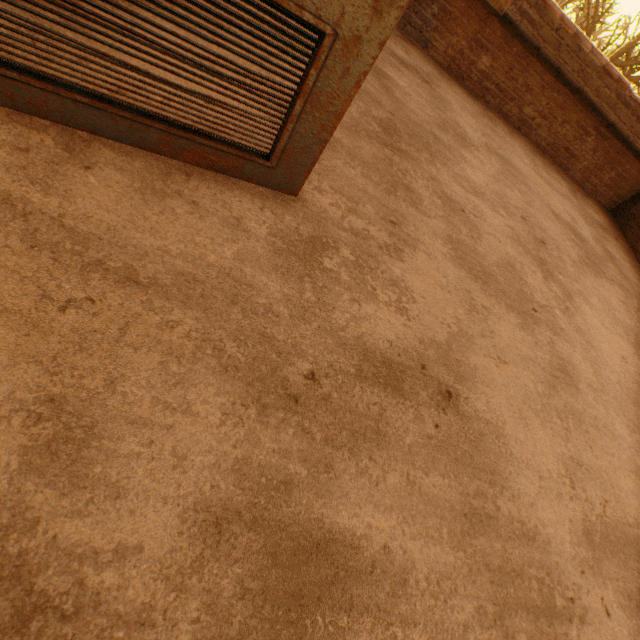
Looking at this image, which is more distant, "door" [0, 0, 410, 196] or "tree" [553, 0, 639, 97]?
"tree" [553, 0, 639, 97]

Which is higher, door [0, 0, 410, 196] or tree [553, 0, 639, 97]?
tree [553, 0, 639, 97]

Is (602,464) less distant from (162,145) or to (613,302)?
(613,302)

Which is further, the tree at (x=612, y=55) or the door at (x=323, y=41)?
the tree at (x=612, y=55)

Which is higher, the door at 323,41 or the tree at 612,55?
the tree at 612,55
